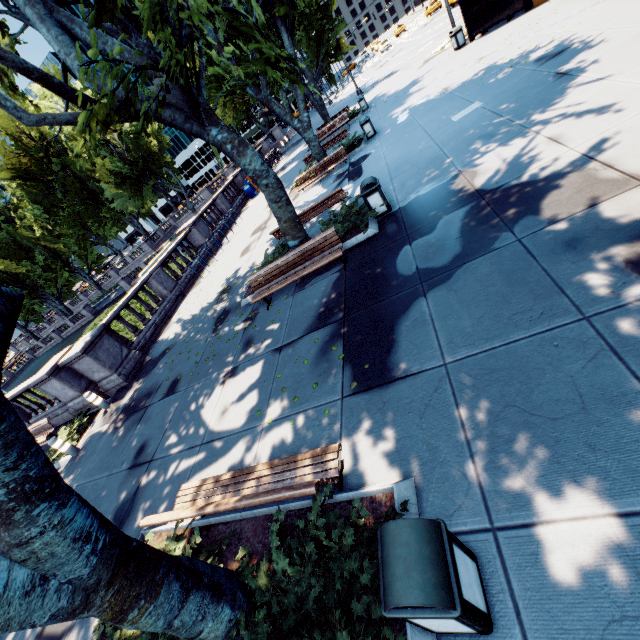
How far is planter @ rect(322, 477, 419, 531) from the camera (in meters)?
3.40

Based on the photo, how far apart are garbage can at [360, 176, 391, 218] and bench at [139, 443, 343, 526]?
6.8 meters

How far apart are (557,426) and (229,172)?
40.5m

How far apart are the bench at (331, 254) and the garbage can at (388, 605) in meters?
6.1 m

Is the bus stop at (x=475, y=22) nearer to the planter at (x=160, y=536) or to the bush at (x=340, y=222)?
the bush at (x=340, y=222)

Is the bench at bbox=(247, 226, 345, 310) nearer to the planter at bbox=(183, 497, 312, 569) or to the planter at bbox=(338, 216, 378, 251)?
the planter at bbox=(338, 216, 378, 251)

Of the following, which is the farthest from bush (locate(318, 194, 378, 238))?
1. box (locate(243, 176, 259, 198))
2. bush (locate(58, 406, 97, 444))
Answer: box (locate(243, 176, 259, 198))

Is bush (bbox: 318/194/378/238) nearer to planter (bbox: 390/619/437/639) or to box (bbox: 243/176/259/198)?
planter (bbox: 390/619/437/639)
